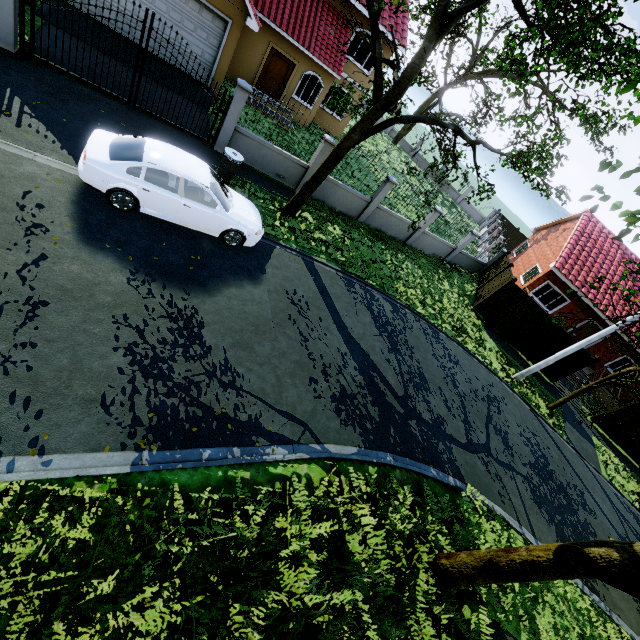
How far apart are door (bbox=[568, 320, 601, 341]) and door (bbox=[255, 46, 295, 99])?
23.51m

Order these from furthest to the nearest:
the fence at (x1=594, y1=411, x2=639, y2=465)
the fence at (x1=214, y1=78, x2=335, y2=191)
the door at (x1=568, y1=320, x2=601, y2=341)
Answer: the door at (x1=568, y1=320, x2=601, y2=341) → the fence at (x1=594, y1=411, x2=639, y2=465) → the fence at (x1=214, y1=78, x2=335, y2=191)

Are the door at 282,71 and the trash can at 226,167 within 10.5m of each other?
yes

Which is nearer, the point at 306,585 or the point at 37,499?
the point at 37,499

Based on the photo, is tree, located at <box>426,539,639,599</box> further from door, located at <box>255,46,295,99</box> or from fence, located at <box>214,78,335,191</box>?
door, located at <box>255,46,295,99</box>

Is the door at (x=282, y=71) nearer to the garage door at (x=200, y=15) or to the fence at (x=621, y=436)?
the garage door at (x=200, y=15)

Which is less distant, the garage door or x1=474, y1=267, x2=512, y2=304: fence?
the garage door

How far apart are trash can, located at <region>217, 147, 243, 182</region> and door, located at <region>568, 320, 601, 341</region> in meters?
23.0
